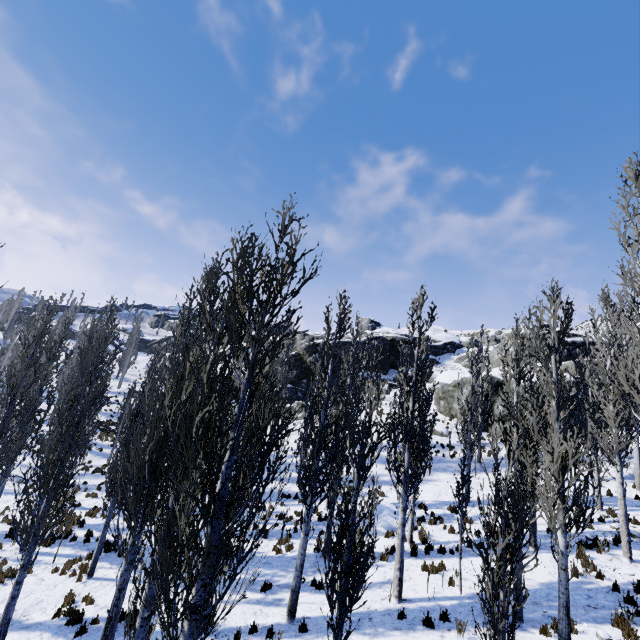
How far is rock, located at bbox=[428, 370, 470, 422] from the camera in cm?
3114

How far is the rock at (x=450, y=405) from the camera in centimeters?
3114cm

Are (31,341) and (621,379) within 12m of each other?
no

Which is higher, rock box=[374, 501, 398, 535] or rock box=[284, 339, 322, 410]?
rock box=[284, 339, 322, 410]

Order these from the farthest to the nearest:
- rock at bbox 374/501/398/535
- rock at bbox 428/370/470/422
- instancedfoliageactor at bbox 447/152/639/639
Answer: rock at bbox 428/370/470/422, rock at bbox 374/501/398/535, instancedfoliageactor at bbox 447/152/639/639

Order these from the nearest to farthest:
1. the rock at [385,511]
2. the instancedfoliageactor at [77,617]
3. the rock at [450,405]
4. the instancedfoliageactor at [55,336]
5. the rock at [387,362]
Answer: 1. the instancedfoliageactor at [55,336]
2. the instancedfoliageactor at [77,617]
3. the rock at [385,511]
4. the rock at [450,405]
5. the rock at [387,362]

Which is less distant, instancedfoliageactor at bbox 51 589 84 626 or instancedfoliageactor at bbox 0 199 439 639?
instancedfoliageactor at bbox 0 199 439 639
